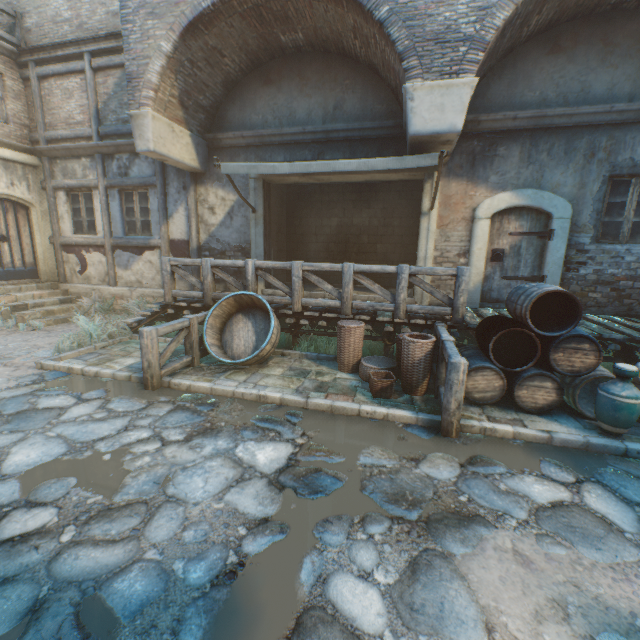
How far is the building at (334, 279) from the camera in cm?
1036

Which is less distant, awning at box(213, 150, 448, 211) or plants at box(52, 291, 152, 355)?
awning at box(213, 150, 448, 211)

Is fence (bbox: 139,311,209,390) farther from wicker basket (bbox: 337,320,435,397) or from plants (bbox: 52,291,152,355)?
plants (bbox: 52,291,152,355)

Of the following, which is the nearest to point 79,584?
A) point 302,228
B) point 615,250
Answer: point 615,250

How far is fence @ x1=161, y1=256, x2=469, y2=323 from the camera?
5.6 meters

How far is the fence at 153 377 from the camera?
4.8m

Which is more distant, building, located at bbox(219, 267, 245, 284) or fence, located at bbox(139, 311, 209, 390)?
building, located at bbox(219, 267, 245, 284)

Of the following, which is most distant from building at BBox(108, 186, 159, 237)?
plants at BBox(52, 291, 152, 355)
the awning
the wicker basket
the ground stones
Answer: the wicker basket
